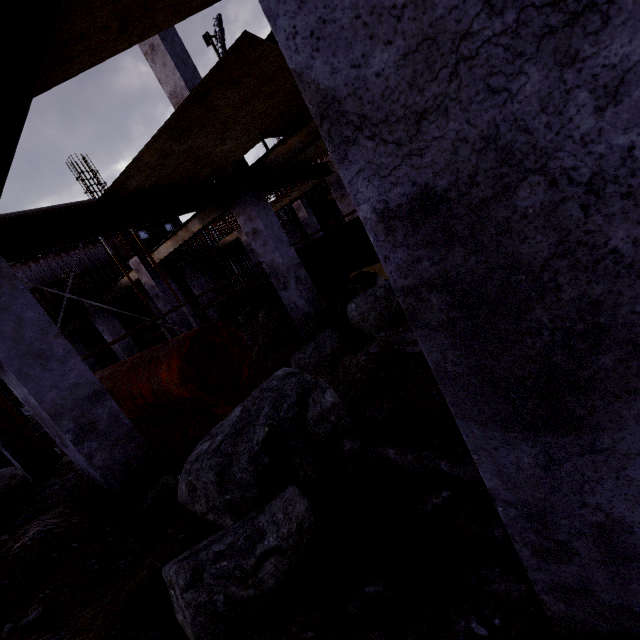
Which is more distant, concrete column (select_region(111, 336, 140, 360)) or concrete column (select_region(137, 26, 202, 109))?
concrete column (select_region(111, 336, 140, 360))

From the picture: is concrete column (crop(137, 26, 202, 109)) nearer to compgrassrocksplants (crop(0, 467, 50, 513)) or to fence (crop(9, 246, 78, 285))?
compgrassrocksplants (crop(0, 467, 50, 513))

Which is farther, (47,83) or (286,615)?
(47,83)

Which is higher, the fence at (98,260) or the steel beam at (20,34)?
the fence at (98,260)

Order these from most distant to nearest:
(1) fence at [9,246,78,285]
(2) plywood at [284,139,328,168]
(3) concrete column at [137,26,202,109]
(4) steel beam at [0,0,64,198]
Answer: (1) fence at [9,246,78,285]
(2) plywood at [284,139,328,168]
(3) concrete column at [137,26,202,109]
(4) steel beam at [0,0,64,198]

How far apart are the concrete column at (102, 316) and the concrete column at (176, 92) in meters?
9.3 m

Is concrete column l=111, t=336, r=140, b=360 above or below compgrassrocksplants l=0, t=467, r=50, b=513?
above

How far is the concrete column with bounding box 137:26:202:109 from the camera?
6.4m
